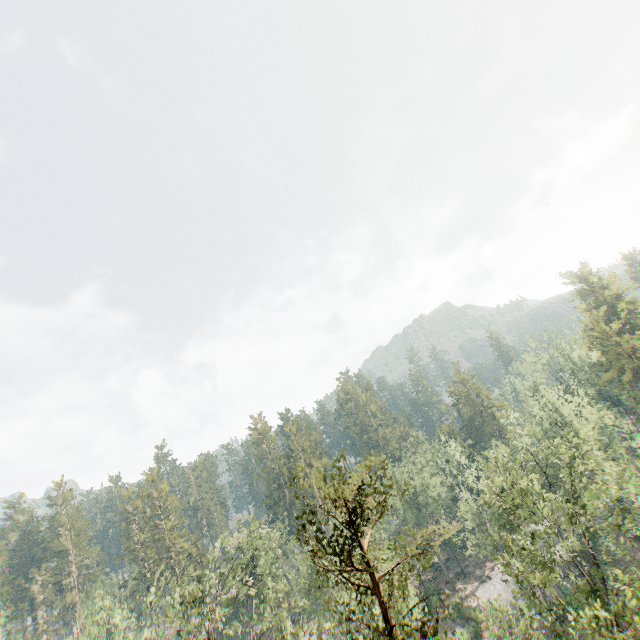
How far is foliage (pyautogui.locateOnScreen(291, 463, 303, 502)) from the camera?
12.2 meters

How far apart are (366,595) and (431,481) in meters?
34.7 m

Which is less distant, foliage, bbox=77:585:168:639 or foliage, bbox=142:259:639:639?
foliage, bbox=142:259:639:639

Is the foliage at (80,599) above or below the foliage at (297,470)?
below

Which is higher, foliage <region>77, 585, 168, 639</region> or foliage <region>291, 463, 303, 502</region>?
foliage <region>291, 463, 303, 502</region>
